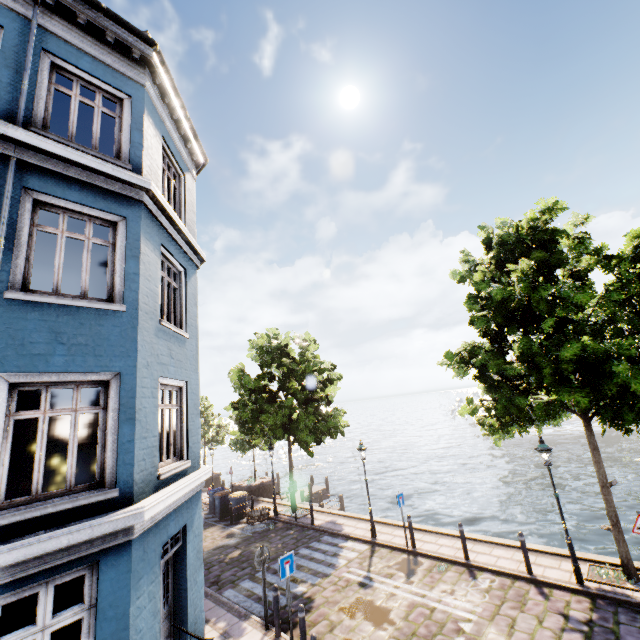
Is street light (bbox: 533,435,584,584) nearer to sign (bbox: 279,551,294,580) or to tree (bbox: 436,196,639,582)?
tree (bbox: 436,196,639,582)

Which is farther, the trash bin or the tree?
the trash bin

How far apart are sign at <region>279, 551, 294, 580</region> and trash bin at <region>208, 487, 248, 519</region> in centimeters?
1215cm

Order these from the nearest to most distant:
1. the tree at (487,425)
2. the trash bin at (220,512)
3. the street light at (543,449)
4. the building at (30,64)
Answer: the building at (30,64), the tree at (487,425), the street light at (543,449), the trash bin at (220,512)

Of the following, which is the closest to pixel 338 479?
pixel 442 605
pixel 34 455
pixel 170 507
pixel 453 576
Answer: pixel 453 576

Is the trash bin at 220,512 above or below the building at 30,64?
below

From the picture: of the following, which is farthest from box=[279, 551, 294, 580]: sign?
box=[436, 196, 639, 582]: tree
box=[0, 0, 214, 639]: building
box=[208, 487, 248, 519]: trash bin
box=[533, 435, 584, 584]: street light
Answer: box=[208, 487, 248, 519]: trash bin
